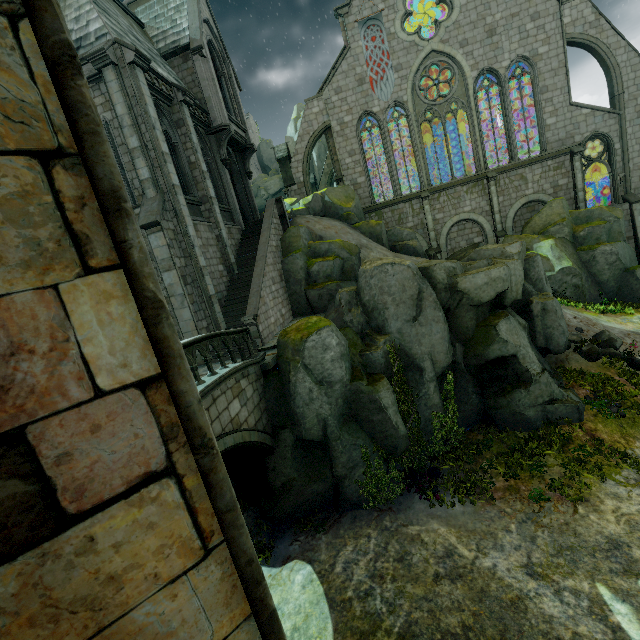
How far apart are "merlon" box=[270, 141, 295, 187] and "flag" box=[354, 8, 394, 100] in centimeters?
731cm

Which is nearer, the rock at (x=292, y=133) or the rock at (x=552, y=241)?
the rock at (x=552, y=241)

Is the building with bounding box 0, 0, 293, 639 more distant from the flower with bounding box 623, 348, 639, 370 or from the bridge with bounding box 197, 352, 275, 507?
the flower with bounding box 623, 348, 639, 370

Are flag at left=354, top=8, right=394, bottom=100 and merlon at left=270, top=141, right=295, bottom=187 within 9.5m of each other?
yes

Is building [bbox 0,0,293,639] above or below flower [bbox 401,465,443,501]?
above

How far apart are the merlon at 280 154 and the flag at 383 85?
7.3 meters

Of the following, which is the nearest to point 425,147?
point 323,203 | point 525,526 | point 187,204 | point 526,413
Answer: point 323,203

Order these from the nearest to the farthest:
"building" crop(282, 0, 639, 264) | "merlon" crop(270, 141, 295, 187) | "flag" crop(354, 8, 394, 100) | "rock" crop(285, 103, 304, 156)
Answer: "building" crop(282, 0, 639, 264) < "flag" crop(354, 8, 394, 100) < "merlon" crop(270, 141, 295, 187) < "rock" crop(285, 103, 304, 156)
